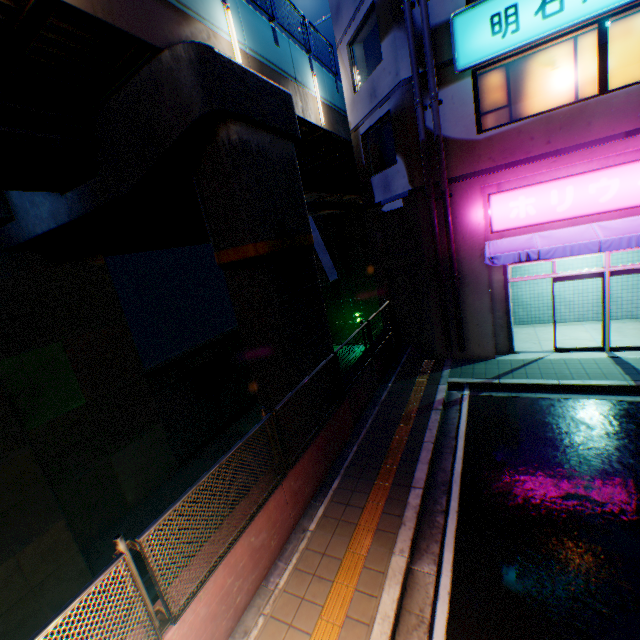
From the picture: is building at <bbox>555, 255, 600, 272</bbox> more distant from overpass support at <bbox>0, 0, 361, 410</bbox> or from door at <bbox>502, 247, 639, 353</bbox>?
overpass support at <bbox>0, 0, 361, 410</bbox>

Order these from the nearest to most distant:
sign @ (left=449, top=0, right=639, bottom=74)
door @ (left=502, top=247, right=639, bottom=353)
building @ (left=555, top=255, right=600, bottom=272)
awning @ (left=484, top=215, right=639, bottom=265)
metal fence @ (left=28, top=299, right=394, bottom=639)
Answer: metal fence @ (left=28, top=299, right=394, bottom=639) → sign @ (left=449, top=0, right=639, bottom=74) → awning @ (left=484, top=215, right=639, bottom=265) → door @ (left=502, top=247, right=639, bottom=353) → building @ (left=555, top=255, right=600, bottom=272)

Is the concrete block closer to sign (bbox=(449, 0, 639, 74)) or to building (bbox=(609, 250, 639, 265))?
building (bbox=(609, 250, 639, 265))

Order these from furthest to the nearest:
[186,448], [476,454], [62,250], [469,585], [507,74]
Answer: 1. [186,448]
2. [62,250]
3. [507,74]
4. [476,454]
5. [469,585]

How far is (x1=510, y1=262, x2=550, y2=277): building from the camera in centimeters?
1193cm

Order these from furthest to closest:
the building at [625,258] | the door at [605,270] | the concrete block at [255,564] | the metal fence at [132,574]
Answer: the building at [625,258], the door at [605,270], the concrete block at [255,564], the metal fence at [132,574]

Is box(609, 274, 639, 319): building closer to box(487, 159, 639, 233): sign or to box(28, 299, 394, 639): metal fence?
box(487, 159, 639, 233): sign

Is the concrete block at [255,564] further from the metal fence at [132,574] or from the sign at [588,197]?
the sign at [588,197]
